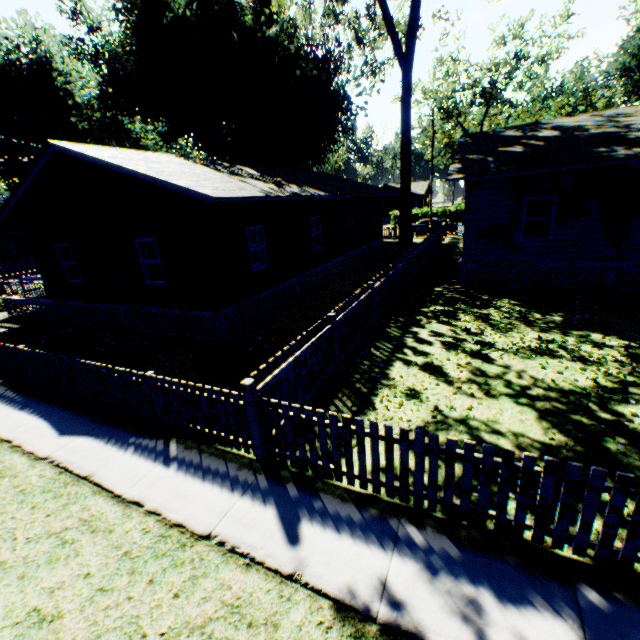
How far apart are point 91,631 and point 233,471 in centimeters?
224cm

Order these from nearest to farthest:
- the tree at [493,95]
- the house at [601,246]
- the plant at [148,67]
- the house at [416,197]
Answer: the house at [601,246]
the plant at [148,67]
the tree at [493,95]
the house at [416,197]

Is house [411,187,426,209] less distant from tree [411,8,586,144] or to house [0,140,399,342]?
tree [411,8,586,144]

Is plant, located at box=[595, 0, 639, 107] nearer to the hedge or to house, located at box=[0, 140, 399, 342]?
house, located at box=[0, 140, 399, 342]

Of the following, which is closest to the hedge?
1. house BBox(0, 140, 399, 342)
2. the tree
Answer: the tree

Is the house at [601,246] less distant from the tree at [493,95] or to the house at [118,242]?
the house at [118,242]

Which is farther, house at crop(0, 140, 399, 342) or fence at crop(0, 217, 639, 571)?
house at crop(0, 140, 399, 342)

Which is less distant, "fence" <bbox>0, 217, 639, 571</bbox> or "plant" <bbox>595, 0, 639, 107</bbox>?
"fence" <bbox>0, 217, 639, 571</bbox>
